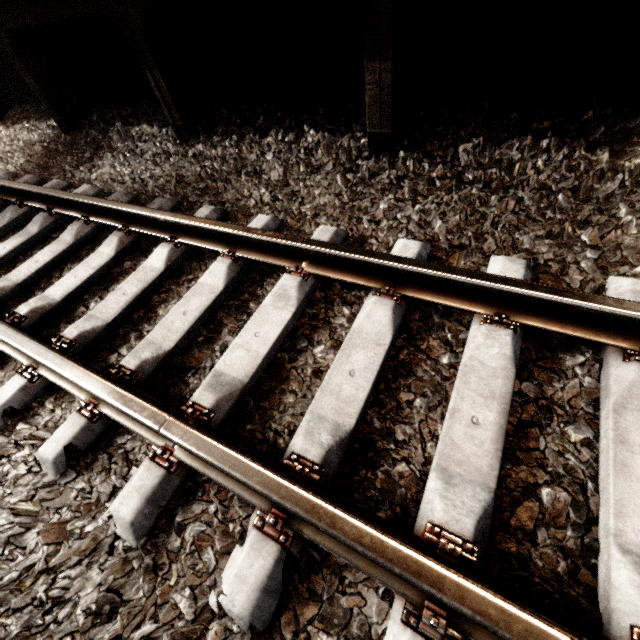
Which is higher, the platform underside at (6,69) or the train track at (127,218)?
the platform underside at (6,69)

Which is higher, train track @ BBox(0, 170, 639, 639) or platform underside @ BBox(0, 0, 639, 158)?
platform underside @ BBox(0, 0, 639, 158)

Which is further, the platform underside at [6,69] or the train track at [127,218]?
the platform underside at [6,69]

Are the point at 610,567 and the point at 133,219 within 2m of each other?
no

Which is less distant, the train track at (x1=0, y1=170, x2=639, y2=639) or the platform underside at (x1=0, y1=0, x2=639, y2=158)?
the train track at (x1=0, y1=170, x2=639, y2=639)
